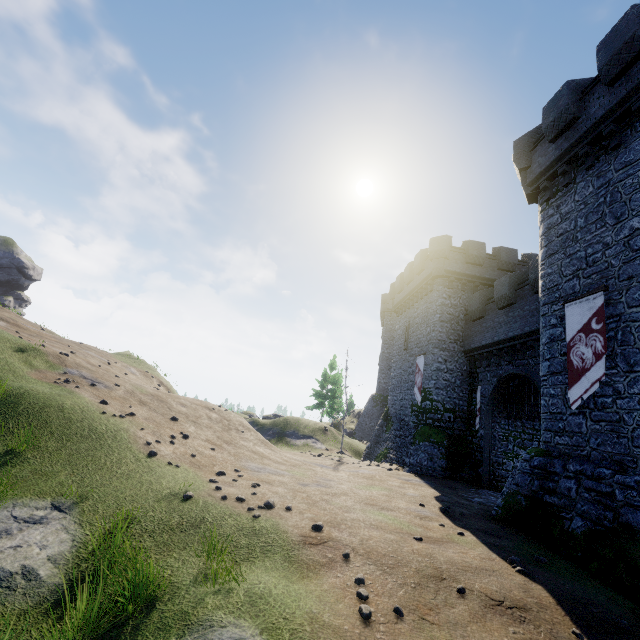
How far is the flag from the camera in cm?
1030

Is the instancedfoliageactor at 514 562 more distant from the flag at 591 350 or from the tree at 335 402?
the tree at 335 402

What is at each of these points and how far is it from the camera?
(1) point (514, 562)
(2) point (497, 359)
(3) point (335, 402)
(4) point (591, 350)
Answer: (1) instancedfoliageactor, 7.53m
(2) building, 19.78m
(3) tree, 48.12m
(4) flag, 10.60m

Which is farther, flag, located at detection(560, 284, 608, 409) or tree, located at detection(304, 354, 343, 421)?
tree, located at detection(304, 354, 343, 421)

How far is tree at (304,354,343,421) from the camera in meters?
47.1

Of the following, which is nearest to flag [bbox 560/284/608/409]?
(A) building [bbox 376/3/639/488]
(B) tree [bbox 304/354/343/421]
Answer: (A) building [bbox 376/3/639/488]

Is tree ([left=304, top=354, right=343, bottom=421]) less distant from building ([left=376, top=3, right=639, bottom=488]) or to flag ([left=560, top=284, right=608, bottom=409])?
building ([left=376, top=3, right=639, bottom=488])

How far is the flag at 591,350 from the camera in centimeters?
1030cm
